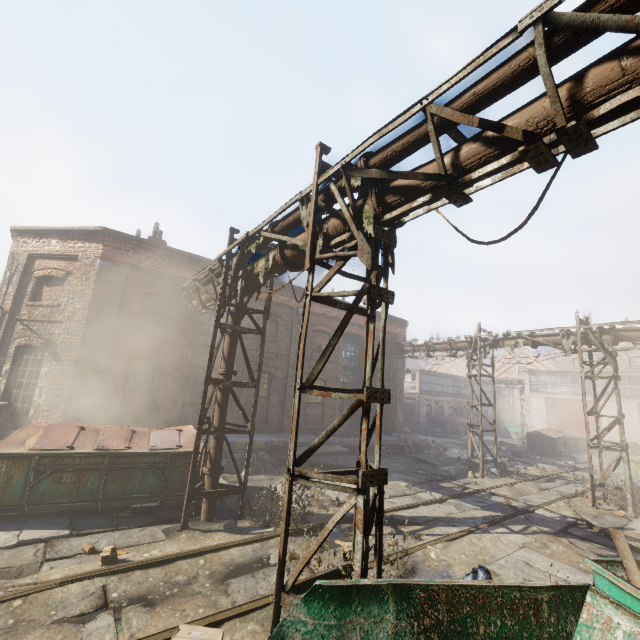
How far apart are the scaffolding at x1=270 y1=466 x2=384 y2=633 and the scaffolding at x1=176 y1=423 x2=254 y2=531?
3.7 meters

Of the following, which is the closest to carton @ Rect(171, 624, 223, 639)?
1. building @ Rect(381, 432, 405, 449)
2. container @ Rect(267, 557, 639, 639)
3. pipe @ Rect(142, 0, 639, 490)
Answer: container @ Rect(267, 557, 639, 639)

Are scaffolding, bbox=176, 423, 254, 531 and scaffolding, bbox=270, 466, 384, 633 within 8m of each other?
yes

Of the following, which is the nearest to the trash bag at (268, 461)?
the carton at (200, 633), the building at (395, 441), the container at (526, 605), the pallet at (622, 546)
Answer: the building at (395, 441)

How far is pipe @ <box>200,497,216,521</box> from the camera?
7.40m

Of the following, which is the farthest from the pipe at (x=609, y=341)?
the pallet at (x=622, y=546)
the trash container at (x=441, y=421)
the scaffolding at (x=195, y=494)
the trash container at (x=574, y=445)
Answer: the trash container at (x=441, y=421)

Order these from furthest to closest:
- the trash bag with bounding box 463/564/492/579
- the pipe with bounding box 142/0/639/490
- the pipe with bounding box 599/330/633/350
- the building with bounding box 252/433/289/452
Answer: the building with bounding box 252/433/289/452 < the pipe with bounding box 599/330/633/350 < the trash bag with bounding box 463/564/492/579 < the pipe with bounding box 142/0/639/490

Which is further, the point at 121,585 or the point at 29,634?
the point at 121,585
